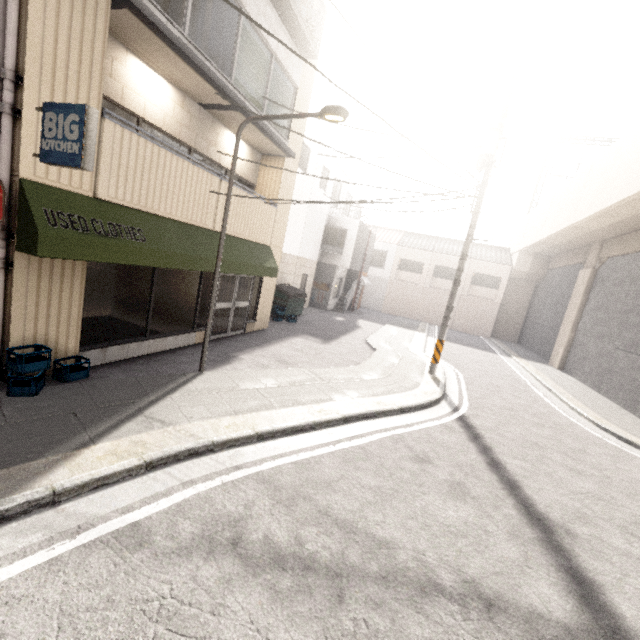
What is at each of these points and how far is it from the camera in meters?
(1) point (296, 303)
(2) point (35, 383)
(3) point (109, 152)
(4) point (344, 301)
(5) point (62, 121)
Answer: (1) dumpster, 15.3
(2) roof vent, 4.6
(3) balcony, 5.3
(4) stairs, 22.2
(5) sign, 4.1

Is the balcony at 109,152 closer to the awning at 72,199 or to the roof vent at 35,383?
the awning at 72,199

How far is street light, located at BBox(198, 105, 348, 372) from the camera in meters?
5.3

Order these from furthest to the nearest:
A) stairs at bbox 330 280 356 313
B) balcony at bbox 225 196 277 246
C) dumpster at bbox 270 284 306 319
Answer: stairs at bbox 330 280 356 313, dumpster at bbox 270 284 306 319, balcony at bbox 225 196 277 246

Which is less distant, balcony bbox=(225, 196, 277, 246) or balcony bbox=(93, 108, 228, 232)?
balcony bbox=(93, 108, 228, 232)

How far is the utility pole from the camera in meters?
9.1 m

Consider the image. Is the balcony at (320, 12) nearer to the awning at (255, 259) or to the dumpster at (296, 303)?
the awning at (255, 259)

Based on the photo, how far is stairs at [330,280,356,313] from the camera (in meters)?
22.08
